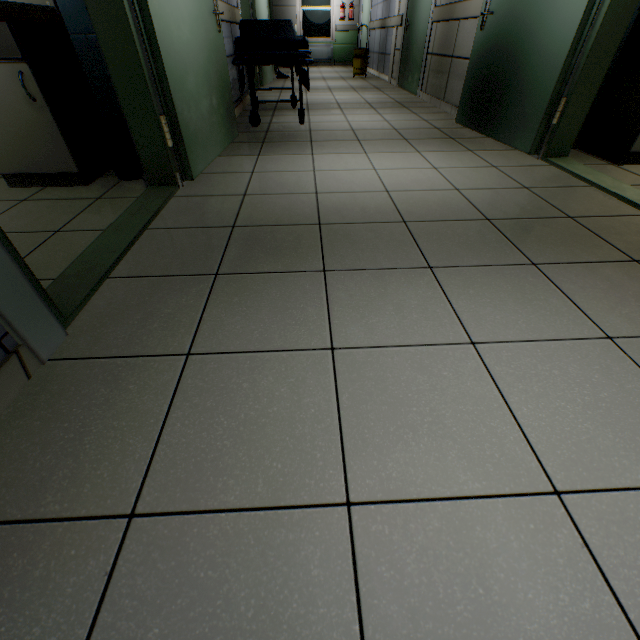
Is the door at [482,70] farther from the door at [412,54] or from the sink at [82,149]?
the sink at [82,149]

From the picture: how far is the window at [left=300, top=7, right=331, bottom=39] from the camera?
11.1m

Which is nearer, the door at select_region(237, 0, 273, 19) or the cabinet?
the cabinet

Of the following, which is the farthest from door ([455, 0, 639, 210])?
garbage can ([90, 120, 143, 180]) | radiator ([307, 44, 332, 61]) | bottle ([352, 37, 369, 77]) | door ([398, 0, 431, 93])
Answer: radiator ([307, 44, 332, 61])

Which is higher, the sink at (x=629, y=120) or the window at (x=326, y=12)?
the window at (x=326, y=12)

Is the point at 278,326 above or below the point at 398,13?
below

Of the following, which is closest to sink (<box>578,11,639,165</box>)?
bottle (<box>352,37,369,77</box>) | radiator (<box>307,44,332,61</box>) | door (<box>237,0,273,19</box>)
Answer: door (<box>237,0,273,19</box>)

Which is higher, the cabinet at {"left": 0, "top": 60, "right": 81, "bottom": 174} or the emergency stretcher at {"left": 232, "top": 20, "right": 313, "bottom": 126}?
the emergency stretcher at {"left": 232, "top": 20, "right": 313, "bottom": 126}
